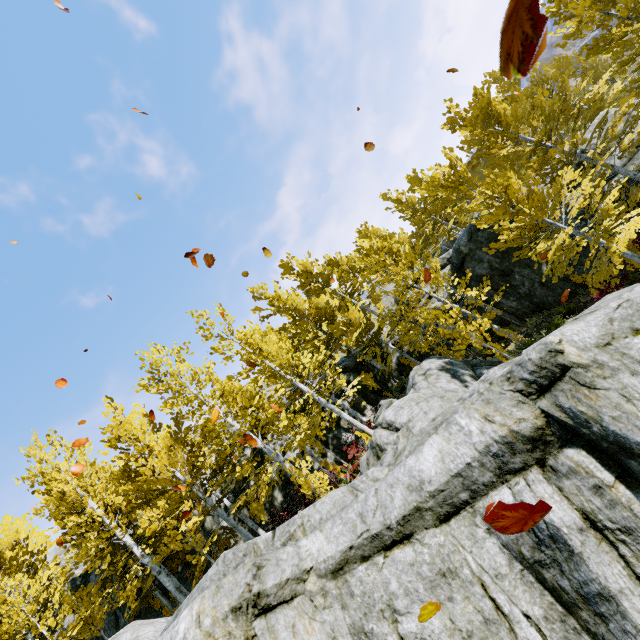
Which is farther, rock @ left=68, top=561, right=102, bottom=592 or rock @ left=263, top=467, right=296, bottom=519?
rock @ left=68, top=561, right=102, bottom=592

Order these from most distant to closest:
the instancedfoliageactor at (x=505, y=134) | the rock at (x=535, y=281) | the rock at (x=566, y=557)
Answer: the rock at (x=535, y=281) → the instancedfoliageactor at (x=505, y=134) → the rock at (x=566, y=557)

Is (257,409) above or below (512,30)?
above

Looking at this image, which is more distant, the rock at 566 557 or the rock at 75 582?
the rock at 75 582

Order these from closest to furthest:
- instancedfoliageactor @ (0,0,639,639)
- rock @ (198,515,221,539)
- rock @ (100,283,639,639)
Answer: rock @ (100,283,639,639), instancedfoliageactor @ (0,0,639,639), rock @ (198,515,221,539)

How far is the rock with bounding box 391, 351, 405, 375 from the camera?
20.9 meters
